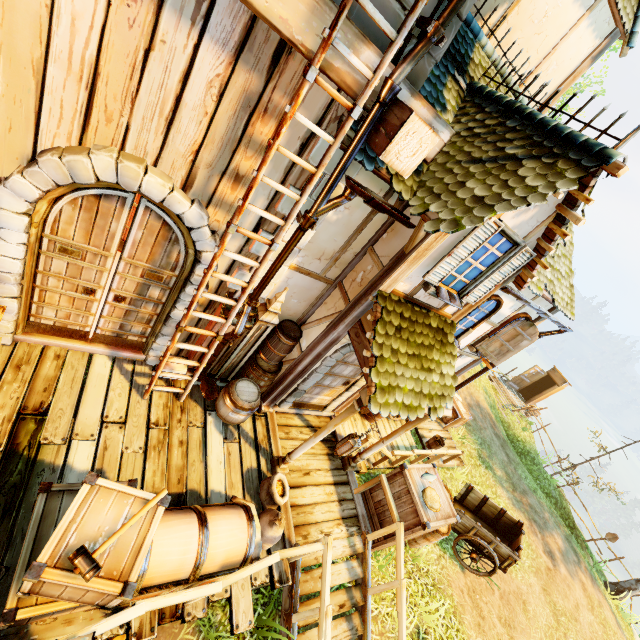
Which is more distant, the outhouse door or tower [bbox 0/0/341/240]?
the outhouse door

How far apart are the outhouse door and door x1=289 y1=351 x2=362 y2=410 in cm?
1760

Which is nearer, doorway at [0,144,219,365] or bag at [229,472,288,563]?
doorway at [0,144,219,365]

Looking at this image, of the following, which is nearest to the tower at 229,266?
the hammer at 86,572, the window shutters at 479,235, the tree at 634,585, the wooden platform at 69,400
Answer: the wooden platform at 69,400

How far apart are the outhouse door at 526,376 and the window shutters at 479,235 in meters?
18.6

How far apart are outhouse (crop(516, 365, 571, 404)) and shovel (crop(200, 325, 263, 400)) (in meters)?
20.52

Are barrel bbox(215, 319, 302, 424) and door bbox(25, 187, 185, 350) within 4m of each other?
yes

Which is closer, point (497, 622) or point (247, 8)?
point (247, 8)
